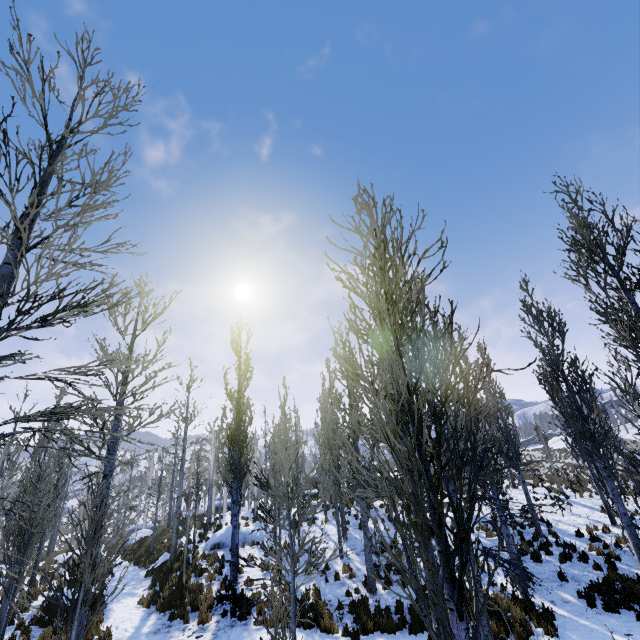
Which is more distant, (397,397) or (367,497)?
(367,497)

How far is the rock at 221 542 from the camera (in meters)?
18.80

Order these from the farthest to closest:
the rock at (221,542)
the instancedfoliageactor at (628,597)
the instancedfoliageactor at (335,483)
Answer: the rock at (221,542), the instancedfoliageactor at (628,597), the instancedfoliageactor at (335,483)

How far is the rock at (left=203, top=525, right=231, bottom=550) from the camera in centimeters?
1880cm

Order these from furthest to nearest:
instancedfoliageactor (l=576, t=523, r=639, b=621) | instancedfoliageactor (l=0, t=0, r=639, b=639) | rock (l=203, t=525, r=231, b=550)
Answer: rock (l=203, t=525, r=231, b=550) → instancedfoliageactor (l=576, t=523, r=639, b=621) → instancedfoliageactor (l=0, t=0, r=639, b=639)

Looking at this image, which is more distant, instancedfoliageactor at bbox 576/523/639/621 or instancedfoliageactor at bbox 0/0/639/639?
instancedfoliageactor at bbox 576/523/639/621

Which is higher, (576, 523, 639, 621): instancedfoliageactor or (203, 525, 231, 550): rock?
(203, 525, 231, 550): rock

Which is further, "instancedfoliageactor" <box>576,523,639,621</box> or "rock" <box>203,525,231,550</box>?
"rock" <box>203,525,231,550</box>
